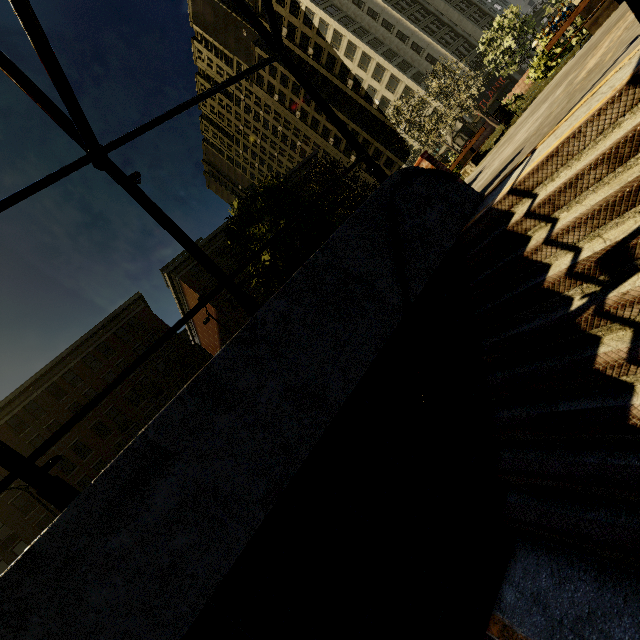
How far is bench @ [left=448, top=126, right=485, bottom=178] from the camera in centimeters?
1321cm

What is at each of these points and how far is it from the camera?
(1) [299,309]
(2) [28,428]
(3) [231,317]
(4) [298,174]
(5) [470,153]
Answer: (1) underground building, 3.6m
(2) building, 30.6m
(3) building, 39.3m
(4) building, 49.8m
(5) bench, 13.8m

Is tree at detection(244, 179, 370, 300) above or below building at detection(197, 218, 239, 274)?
below

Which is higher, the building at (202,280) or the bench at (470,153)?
the building at (202,280)

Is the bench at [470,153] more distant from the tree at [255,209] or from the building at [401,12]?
the building at [401,12]

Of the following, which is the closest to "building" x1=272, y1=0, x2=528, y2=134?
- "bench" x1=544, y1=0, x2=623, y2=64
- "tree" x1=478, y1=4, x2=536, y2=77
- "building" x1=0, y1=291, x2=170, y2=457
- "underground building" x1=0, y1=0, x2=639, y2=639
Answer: "tree" x1=478, y1=4, x2=536, y2=77

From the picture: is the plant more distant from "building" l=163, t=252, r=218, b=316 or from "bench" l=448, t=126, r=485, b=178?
"building" l=163, t=252, r=218, b=316
